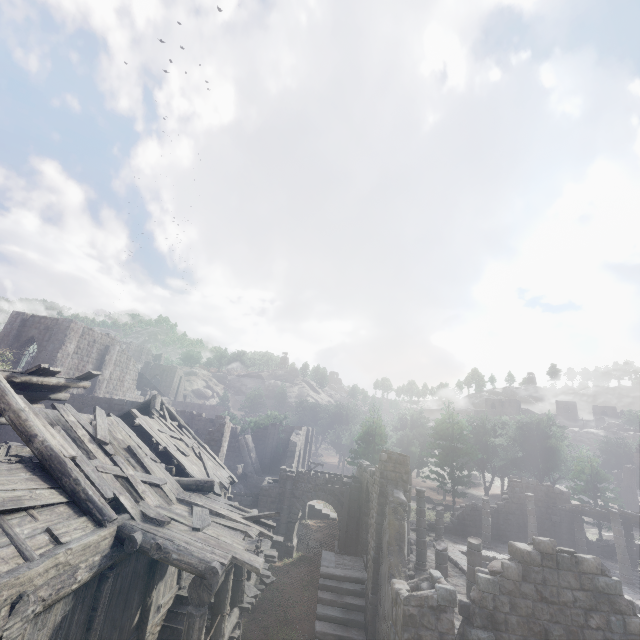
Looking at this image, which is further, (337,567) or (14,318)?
(14,318)

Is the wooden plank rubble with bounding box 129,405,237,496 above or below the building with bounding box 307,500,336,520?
above

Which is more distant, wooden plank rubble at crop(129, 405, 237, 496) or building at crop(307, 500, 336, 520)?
building at crop(307, 500, 336, 520)

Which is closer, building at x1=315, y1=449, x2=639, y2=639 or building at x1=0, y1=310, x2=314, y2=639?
building at x1=0, y1=310, x2=314, y2=639

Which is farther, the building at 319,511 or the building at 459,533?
the building at 319,511

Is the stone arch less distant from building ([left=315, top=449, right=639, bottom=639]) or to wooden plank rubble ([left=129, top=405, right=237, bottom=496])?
building ([left=315, top=449, right=639, bottom=639])

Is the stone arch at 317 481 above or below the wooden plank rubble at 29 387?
below
